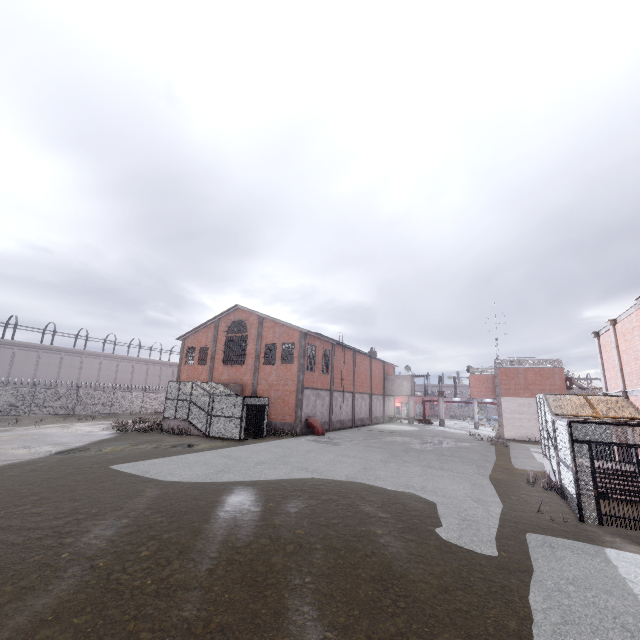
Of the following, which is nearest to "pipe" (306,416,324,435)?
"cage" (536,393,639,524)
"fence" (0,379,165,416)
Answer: "cage" (536,393,639,524)

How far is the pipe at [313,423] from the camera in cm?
2755

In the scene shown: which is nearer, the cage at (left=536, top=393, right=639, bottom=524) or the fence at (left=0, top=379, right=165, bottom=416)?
the cage at (left=536, top=393, right=639, bottom=524)

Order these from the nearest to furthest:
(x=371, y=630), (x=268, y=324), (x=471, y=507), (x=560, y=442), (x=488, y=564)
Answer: (x=371, y=630), (x=488, y=564), (x=471, y=507), (x=560, y=442), (x=268, y=324)

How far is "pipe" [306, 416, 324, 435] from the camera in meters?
27.5 m

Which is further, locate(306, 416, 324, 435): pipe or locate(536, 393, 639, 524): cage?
locate(306, 416, 324, 435): pipe

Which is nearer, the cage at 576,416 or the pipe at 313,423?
the cage at 576,416

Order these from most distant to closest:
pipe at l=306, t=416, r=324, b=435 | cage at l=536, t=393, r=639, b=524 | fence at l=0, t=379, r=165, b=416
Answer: fence at l=0, t=379, r=165, b=416 → pipe at l=306, t=416, r=324, b=435 → cage at l=536, t=393, r=639, b=524
